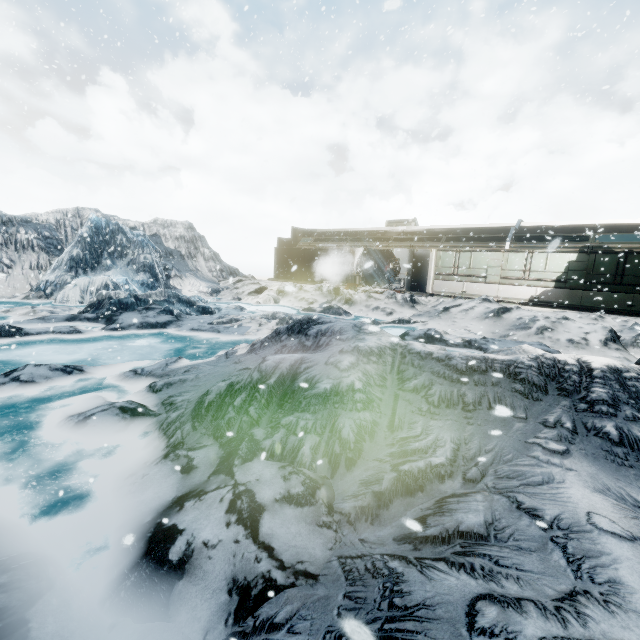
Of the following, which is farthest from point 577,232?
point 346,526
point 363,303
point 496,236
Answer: point 346,526
